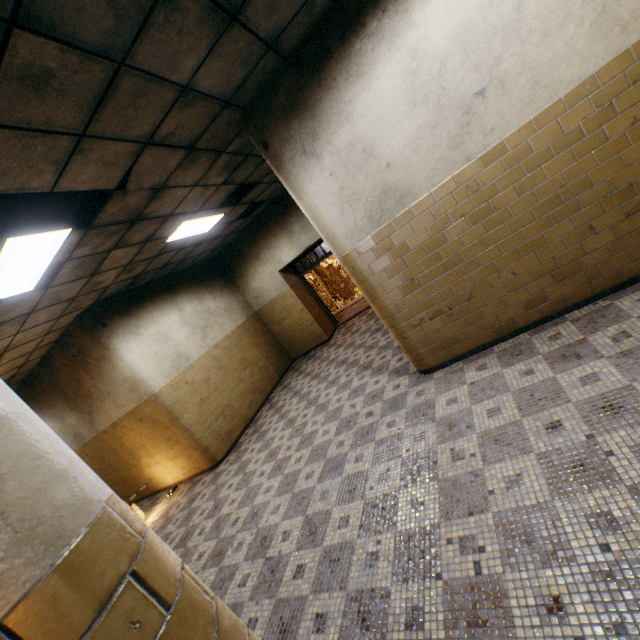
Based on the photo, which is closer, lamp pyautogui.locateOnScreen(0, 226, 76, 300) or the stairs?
lamp pyautogui.locateOnScreen(0, 226, 76, 300)

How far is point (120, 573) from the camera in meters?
0.7

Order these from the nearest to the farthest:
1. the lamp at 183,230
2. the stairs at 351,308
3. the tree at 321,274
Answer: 1. the lamp at 183,230
2. the stairs at 351,308
3. the tree at 321,274

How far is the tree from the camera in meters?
22.8

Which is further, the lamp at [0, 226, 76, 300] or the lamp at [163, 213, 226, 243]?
the lamp at [163, 213, 226, 243]

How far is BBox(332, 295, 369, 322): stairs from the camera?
10.6 meters

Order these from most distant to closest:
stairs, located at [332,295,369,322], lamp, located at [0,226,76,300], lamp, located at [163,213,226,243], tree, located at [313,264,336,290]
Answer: tree, located at [313,264,336,290] < stairs, located at [332,295,369,322] < lamp, located at [163,213,226,243] < lamp, located at [0,226,76,300]

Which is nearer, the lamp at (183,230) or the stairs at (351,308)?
the lamp at (183,230)
